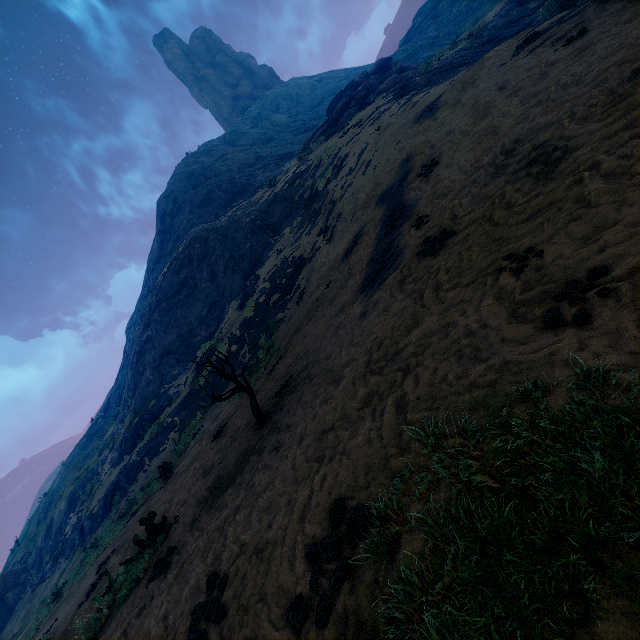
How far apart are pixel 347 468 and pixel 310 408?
2.1 meters

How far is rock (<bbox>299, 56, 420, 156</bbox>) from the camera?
26.53m

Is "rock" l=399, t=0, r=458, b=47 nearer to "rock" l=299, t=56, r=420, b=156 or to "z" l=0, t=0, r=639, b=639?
"z" l=0, t=0, r=639, b=639

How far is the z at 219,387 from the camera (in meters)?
15.80

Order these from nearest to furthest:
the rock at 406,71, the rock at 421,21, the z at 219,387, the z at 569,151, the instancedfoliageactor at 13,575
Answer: the z at 569,151 → the z at 219,387 → the instancedfoliageactor at 13,575 → the rock at 406,71 → the rock at 421,21

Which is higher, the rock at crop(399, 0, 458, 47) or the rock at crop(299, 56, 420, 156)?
the rock at crop(399, 0, 458, 47)

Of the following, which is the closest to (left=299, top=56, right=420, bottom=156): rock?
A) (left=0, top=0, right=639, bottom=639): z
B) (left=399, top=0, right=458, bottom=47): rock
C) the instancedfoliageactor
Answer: (left=0, top=0, right=639, bottom=639): z

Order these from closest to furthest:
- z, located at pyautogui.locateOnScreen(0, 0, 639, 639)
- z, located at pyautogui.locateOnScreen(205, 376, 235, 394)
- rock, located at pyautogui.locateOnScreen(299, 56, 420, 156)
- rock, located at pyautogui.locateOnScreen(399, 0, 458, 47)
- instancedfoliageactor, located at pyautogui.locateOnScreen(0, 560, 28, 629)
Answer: z, located at pyautogui.locateOnScreen(0, 0, 639, 639) → z, located at pyautogui.locateOnScreen(205, 376, 235, 394) → instancedfoliageactor, located at pyautogui.locateOnScreen(0, 560, 28, 629) → rock, located at pyautogui.locateOnScreen(299, 56, 420, 156) → rock, located at pyautogui.locateOnScreen(399, 0, 458, 47)
